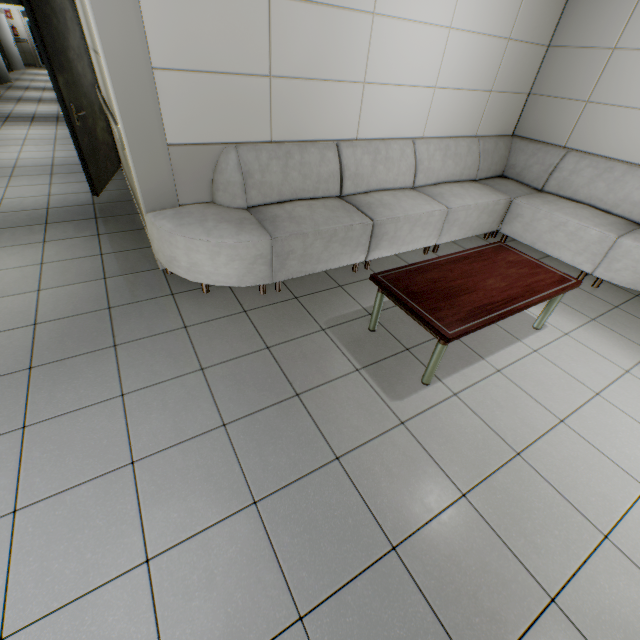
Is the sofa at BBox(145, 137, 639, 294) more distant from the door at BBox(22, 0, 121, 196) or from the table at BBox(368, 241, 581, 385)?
the door at BBox(22, 0, 121, 196)

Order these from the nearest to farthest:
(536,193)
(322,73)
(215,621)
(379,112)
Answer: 1. (215,621)
2. (322,73)
3. (379,112)
4. (536,193)

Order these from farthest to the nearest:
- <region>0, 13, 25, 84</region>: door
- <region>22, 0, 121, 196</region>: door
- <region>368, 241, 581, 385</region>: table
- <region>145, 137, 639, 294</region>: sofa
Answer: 1. <region>0, 13, 25, 84</region>: door
2. <region>22, 0, 121, 196</region>: door
3. <region>145, 137, 639, 294</region>: sofa
4. <region>368, 241, 581, 385</region>: table

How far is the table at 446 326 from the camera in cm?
210

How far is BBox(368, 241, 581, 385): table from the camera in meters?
2.1

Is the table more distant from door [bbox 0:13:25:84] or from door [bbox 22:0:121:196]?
door [bbox 0:13:25:84]

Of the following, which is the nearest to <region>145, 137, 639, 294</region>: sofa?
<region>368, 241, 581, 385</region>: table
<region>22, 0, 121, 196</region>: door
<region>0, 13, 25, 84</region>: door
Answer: <region>368, 241, 581, 385</region>: table

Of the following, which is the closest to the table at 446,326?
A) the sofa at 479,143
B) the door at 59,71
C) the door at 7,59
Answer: the sofa at 479,143
